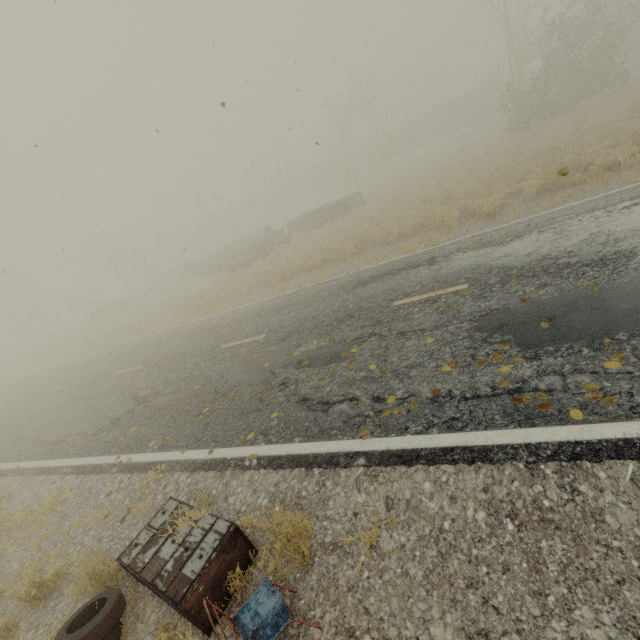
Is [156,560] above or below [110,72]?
below

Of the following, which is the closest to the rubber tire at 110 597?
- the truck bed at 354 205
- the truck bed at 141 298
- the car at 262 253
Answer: the car at 262 253

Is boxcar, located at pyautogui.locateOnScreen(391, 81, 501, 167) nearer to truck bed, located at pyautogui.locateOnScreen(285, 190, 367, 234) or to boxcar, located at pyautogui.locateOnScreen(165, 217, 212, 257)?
boxcar, located at pyautogui.locateOnScreen(165, 217, 212, 257)

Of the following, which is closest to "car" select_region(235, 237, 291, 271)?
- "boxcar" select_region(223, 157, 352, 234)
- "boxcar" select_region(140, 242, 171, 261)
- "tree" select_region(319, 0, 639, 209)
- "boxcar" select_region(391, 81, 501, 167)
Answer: "tree" select_region(319, 0, 639, 209)

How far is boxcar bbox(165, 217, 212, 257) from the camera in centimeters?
5550cm

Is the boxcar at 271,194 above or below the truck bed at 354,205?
above

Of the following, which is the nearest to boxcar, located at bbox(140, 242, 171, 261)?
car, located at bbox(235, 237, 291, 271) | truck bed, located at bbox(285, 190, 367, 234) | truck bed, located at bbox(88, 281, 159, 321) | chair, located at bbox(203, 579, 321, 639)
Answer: truck bed, located at bbox(88, 281, 159, 321)

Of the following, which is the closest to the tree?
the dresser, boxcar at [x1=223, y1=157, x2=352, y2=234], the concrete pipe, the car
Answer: boxcar at [x1=223, y1=157, x2=352, y2=234]
